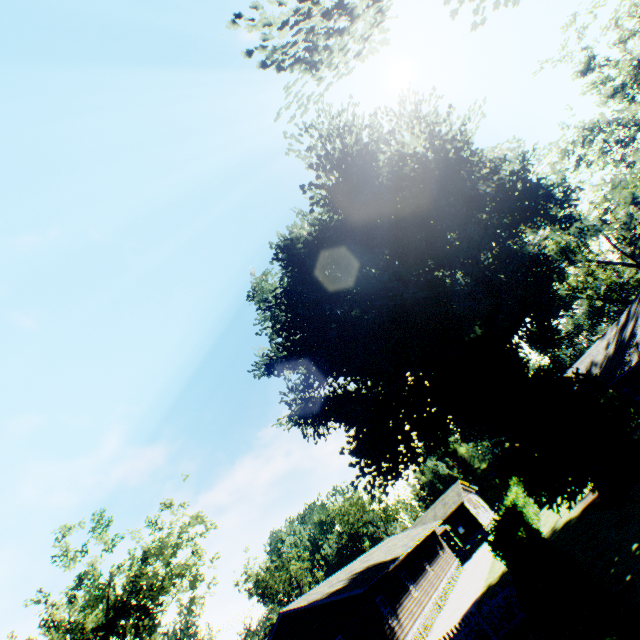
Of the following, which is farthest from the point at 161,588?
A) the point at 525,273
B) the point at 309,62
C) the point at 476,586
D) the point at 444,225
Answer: the point at 525,273

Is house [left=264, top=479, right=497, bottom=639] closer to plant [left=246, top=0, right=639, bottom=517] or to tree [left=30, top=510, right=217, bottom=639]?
plant [left=246, top=0, right=639, bottom=517]

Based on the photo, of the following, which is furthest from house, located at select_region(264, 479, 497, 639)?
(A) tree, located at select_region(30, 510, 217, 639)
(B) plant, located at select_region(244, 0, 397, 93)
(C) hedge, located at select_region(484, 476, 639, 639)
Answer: (A) tree, located at select_region(30, 510, 217, 639)

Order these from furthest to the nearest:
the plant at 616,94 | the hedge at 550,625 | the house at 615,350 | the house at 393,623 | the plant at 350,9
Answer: the house at 393,623 < the plant at 616,94 < the house at 615,350 < the plant at 350,9 < the hedge at 550,625

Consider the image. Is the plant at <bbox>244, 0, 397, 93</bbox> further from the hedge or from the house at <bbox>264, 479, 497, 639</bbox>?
the house at <bbox>264, 479, 497, 639</bbox>

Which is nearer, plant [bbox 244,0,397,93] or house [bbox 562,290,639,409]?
plant [bbox 244,0,397,93]

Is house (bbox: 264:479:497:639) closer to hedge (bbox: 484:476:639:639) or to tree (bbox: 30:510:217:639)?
hedge (bbox: 484:476:639:639)

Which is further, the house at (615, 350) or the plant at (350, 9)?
the house at (615, 350)
